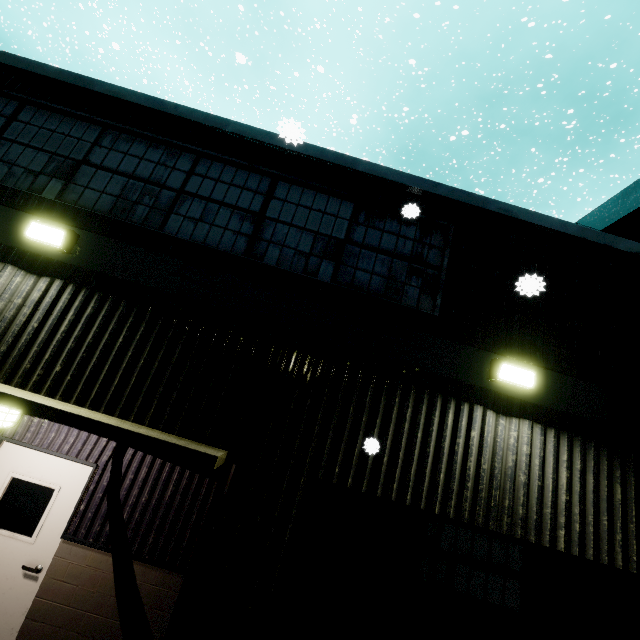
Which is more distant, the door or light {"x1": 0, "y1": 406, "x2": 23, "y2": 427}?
the door

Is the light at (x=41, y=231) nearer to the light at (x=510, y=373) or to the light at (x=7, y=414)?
the light at (x=7, y=414)

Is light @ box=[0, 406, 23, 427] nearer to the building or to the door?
the building

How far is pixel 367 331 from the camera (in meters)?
4.02

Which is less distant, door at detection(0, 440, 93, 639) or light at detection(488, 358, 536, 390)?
light at detection(488, 358, 536, 390)

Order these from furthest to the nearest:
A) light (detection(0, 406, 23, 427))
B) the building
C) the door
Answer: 1. the door
2. light (detection(0, 406, 23, 427))
3. the building

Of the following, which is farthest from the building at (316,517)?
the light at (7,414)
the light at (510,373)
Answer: the light at (7,414)

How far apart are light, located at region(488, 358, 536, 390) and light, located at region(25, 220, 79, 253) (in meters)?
5.41
